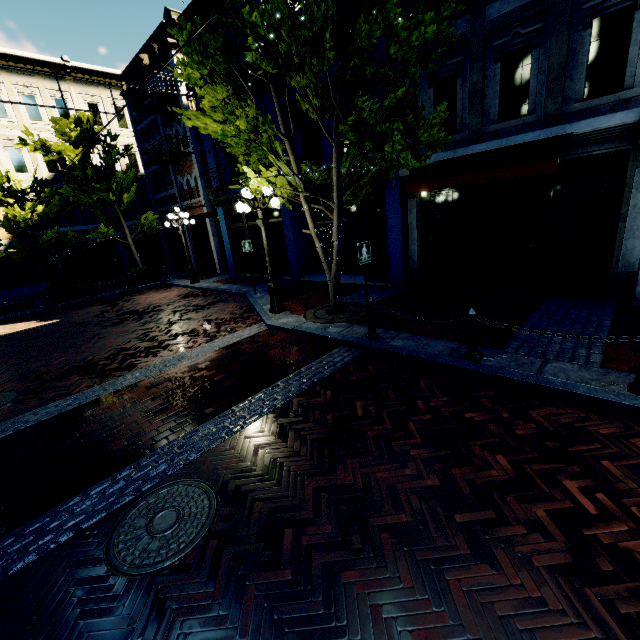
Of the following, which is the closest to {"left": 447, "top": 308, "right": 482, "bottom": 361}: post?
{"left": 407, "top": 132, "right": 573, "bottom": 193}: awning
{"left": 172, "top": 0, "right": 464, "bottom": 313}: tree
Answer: {"left": 172, "top": 0, "right": 464, "bottom": 313}: tree

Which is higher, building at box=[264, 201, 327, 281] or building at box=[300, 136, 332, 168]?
Answer: building at box=[300, 136, 332, 168]

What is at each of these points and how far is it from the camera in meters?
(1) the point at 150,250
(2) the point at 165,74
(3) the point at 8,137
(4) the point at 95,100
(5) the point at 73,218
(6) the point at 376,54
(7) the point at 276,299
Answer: (1) building, 25.6
(2) building, 16.7
(3) building, 19.0
(4) building, 21.8
(5) building, 21.9
(6) building, 9.1
(7) light, 9.1

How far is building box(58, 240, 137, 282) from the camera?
22.0m

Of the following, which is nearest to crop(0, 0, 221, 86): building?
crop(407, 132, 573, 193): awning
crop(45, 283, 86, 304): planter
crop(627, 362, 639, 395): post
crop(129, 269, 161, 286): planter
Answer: crop(407, 132, 573, 193): awning

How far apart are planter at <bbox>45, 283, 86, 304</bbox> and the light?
11.51m

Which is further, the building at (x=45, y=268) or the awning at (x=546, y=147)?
the building at (x=45, y=268)

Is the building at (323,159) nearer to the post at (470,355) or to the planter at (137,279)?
the planter at (137,279)
